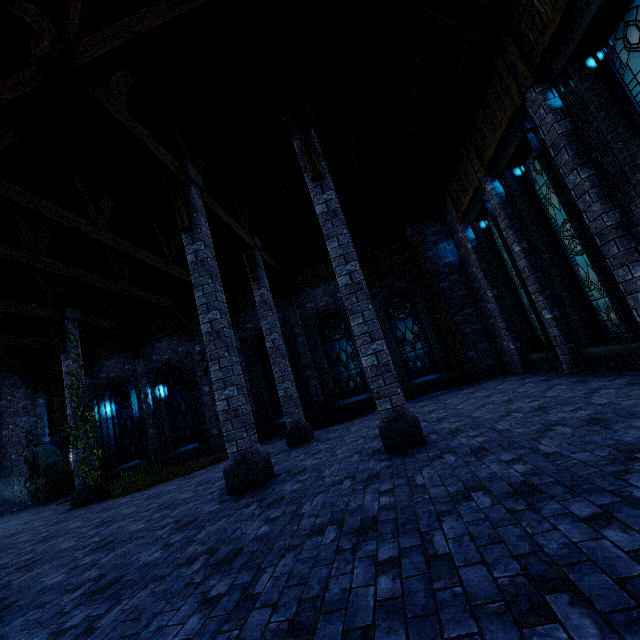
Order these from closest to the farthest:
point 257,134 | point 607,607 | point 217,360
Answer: point 607,607
point 217,360
point 257,134

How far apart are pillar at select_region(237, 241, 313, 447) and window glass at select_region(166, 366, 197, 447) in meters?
6.4

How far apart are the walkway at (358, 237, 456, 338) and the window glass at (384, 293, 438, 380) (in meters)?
0.74

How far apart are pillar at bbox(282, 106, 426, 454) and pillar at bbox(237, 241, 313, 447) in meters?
3.6

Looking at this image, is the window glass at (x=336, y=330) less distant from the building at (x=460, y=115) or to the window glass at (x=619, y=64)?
the building at (x=460, y=115)

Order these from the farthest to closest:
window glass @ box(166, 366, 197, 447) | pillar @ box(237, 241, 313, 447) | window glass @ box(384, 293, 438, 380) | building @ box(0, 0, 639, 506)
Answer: window glass @ box(166, 366, 197, 447) < window glass @ box(384, 293, 438, 380) < pillar @ box(237, 241, 313, 447) < building @ box(0, 0, 639, 506)

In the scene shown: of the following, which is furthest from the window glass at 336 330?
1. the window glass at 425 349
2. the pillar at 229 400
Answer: the pillar at 229 400

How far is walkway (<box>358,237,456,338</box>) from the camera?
12.8 meters
